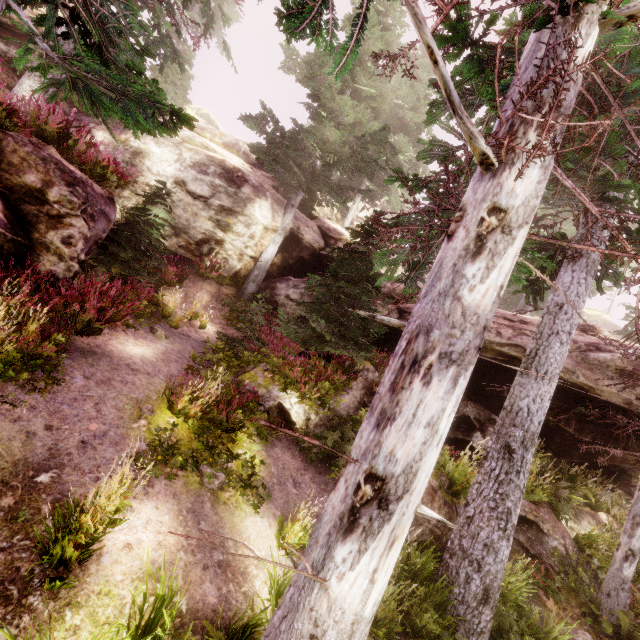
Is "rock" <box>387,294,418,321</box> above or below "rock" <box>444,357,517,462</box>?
above

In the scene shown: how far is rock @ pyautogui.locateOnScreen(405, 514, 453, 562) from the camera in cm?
642

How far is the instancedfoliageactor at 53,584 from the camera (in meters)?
3.09

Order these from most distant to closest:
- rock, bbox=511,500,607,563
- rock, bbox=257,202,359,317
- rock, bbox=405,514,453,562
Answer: rock, bbox=257,202,359,317, rock, bbox=511,500,607,563, rock, bbox=405,514,453,562

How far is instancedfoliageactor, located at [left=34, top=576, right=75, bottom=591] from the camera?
3.09m

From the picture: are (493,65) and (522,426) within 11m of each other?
yes

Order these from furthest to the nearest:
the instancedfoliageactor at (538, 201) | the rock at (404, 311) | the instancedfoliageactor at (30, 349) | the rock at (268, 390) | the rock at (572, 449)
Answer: the rock at (404, 311) < the rock at (572, 449) < the rock at (268, 390) < the instancedfoliageactor at (30, 349) < the instancedfoliageactor at (538, 201)
